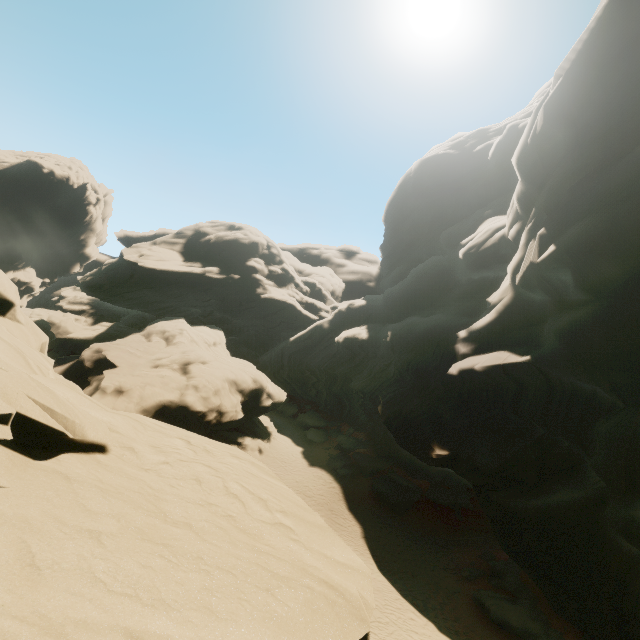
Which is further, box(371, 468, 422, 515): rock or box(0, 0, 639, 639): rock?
box(371, 468, 422, 515): rock

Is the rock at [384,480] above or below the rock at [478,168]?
below

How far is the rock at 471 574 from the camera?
19.1 meters

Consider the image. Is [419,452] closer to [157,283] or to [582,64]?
[582,64]

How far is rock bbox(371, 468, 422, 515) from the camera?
25.3 meters

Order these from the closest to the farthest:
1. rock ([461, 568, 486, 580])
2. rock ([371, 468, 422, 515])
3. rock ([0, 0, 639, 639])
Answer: rock ([0, 0, 639, 639]) < rock ([461, 568, 486, 580]) < rock ([371, 468, 422, 515])
